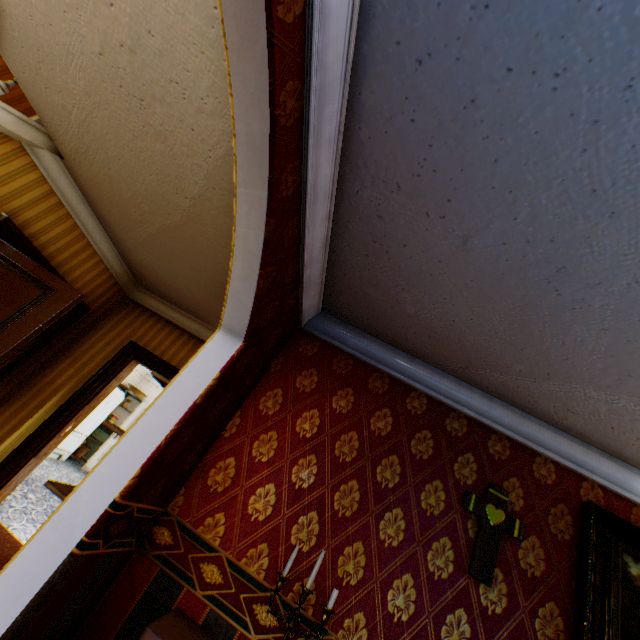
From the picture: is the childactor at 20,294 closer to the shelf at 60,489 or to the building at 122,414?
the building at 122,414

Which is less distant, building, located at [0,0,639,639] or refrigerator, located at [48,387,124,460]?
building, located at [0,0,639,639]

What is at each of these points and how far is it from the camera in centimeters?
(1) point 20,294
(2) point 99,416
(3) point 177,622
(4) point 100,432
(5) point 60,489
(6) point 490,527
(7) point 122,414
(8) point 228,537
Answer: (1) childactor, 317cm
(2) refrigerator, 856cm
(3) heater, 175cm
(4) building, 982cm
(5) shelf, 195cm
(6) crucifix, 226cm
(7) building, 1016cm
(8) building, 215cm

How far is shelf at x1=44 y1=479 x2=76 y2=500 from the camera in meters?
1.9 m

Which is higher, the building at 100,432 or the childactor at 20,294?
the childactor at 20,294

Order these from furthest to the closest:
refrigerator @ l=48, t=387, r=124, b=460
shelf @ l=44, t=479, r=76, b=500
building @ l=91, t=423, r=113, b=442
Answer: building @ l=91, t=423, r=113, b=442
refrigerator @ l=48, t=387, r=124, b=460
shelf @ l=44, t=479, r=76, b=500

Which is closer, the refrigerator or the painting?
the painting

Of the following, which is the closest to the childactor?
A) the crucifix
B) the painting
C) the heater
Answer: the heater
